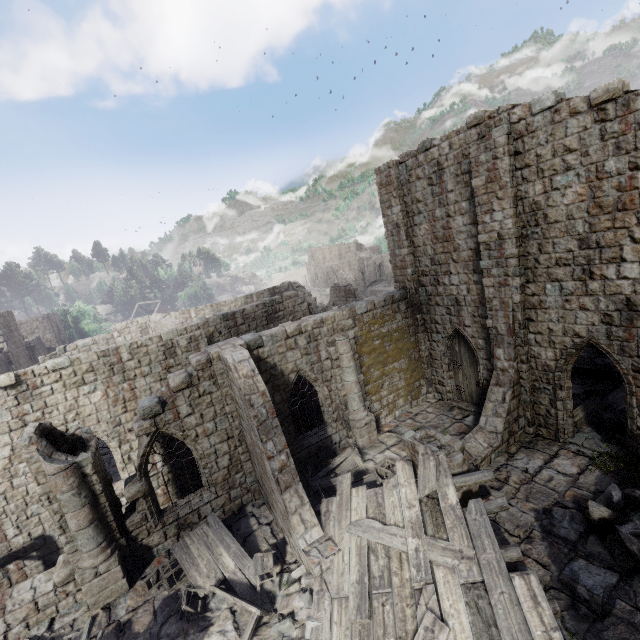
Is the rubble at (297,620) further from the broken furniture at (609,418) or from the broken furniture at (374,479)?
the broken furniture at (609,418)

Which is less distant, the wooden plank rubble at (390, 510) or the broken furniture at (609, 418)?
the wooden plank rubble at (390, 510)

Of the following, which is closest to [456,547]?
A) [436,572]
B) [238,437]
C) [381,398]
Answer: [436,572]

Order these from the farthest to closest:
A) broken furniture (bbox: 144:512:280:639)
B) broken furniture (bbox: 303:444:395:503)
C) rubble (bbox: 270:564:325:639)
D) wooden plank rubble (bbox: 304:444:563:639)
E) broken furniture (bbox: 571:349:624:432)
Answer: broken furniture (bbox: 571:349:624:432), broken furniture (bbox: 303:444:395:503), broken furniture (bbox: 144:512:280:639), rubble (bbox: 270:564:325:639), wooden plank rubble (bbox: 304:444:563:639)

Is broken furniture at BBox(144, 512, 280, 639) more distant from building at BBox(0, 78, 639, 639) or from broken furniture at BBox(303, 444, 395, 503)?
broken furniture at BBox(303, 444, 395, 503)

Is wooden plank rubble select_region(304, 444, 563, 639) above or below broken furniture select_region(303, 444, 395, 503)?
above

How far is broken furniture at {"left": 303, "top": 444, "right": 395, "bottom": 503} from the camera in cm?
1137

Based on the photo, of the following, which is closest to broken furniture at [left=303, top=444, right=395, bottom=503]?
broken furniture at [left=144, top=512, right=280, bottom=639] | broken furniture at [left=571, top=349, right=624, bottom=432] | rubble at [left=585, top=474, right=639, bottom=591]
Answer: broken furniture at [left=144, top=512, right=280, bottom=639]
